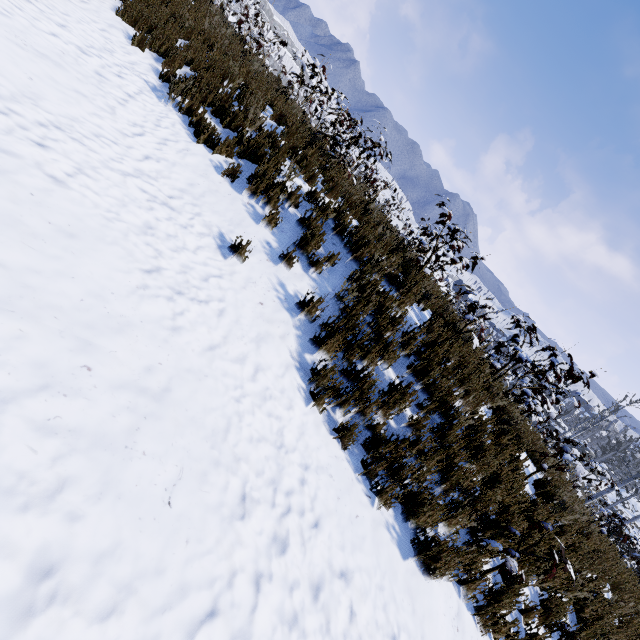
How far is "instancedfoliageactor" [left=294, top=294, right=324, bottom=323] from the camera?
4.05m

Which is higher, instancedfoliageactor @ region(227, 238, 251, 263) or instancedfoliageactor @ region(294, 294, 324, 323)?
instancedfoliageactor @ region(294, 294, 324, 323)

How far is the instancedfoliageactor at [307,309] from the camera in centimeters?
405cm

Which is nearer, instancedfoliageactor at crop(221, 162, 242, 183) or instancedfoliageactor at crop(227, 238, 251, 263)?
instancedfoliageactor at crop(227, 238, 251, 263)

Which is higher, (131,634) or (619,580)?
(619,580)
